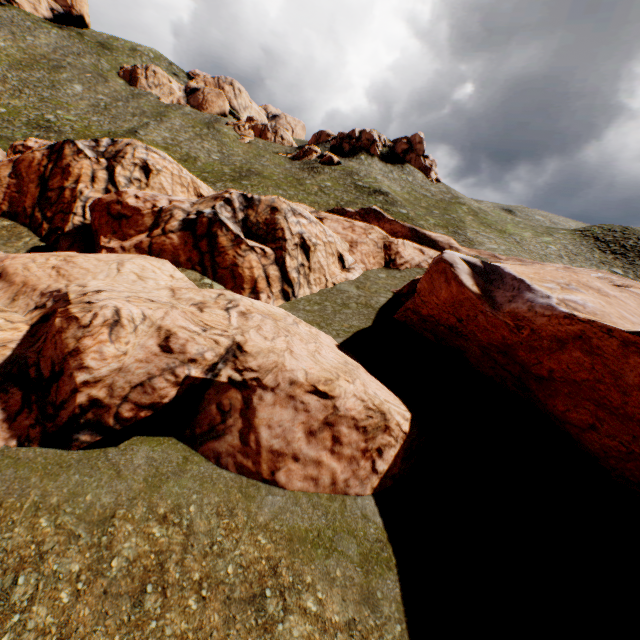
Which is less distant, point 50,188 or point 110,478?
point 110,478
